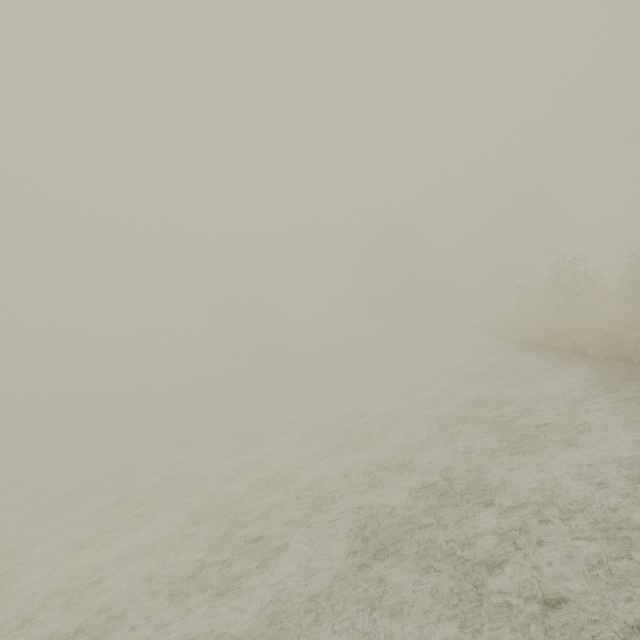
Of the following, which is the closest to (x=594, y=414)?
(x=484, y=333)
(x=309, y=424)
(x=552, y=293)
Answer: (x=309, y=424)
